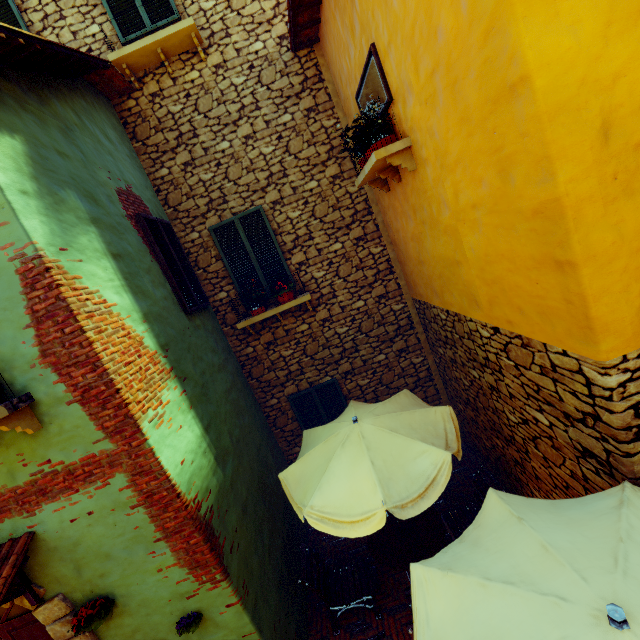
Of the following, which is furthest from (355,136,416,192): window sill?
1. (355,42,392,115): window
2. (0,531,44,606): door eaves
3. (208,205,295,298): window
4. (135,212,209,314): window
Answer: (0,531,44,606): door eaves

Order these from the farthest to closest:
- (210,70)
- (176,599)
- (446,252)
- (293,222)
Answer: (293,222) < (210,70) < (446,252) < (176,599)

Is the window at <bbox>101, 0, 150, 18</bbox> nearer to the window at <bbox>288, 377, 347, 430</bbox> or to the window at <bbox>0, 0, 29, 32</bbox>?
the window at <bbox>0, 0, 29, 32</bbox>

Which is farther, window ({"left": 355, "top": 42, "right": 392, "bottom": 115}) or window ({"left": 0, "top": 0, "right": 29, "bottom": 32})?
window ({"left": 0, "top": 0, "right": 29, "bottom": 32})

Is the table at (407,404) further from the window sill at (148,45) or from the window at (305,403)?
the window sill at (148,45)

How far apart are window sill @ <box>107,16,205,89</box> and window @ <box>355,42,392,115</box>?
2.9 meters

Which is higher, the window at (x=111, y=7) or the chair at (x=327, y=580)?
the window at (x=111, y=7)

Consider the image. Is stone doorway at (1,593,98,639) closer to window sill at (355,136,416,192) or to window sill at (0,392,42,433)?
window sill at (0,392,42,433)
